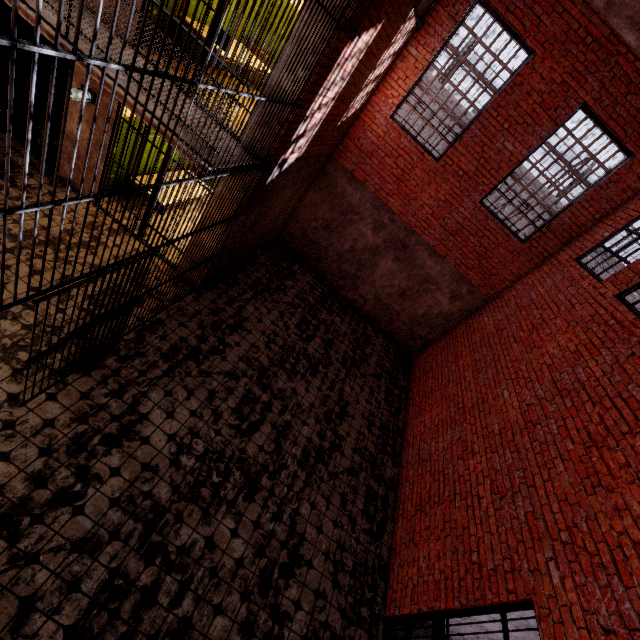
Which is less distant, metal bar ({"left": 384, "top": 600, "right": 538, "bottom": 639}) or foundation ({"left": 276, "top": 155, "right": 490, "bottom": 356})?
metal bar ({"left": 384, "top": 600, "right": 538, "bottom": 639})

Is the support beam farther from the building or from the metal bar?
the metal bar

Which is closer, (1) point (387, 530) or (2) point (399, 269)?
(1) point (387, 530)

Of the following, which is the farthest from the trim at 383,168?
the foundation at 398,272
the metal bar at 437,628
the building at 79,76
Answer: the metal bar at 437,628

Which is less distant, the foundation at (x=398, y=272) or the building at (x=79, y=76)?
the building at (x=79, y=76)

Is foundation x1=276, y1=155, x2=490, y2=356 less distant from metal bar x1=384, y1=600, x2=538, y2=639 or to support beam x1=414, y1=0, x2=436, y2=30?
support beam x1=414, y1=0, x2=436, y2=30

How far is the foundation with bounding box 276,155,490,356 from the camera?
8.8m

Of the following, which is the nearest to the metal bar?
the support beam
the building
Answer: the building
